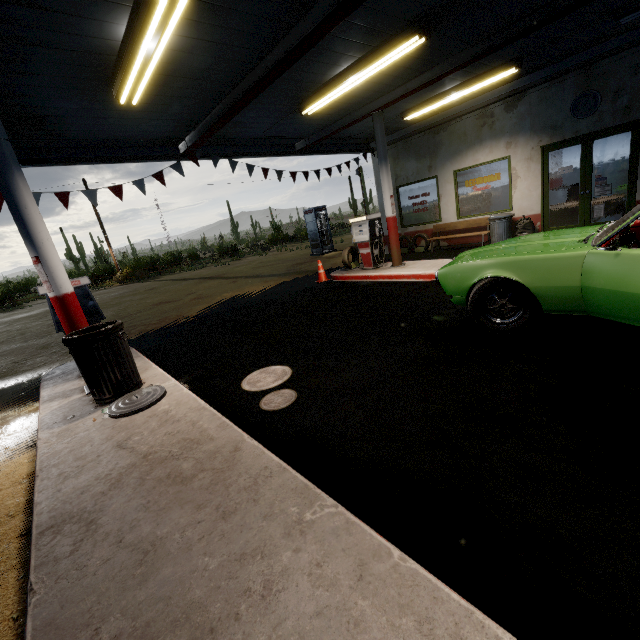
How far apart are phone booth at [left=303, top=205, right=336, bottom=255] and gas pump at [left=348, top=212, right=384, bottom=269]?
9.02m

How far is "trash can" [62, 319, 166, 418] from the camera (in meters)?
3.68

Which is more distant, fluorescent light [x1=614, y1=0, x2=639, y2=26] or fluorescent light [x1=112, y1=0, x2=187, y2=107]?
fluorescent light [x1=614, y1=0, x2=639, y2=26]

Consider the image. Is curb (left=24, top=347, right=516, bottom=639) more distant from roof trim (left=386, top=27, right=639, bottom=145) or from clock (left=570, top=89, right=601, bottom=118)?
clock (left=570, top=89, right=601, bottom=118)

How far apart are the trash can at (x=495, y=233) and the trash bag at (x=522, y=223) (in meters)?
0.02

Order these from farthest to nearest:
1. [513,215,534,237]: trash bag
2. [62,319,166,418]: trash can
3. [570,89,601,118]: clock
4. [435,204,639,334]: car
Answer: [513,215,534,237]: trash bag, [570,89,601,118]: clock, [62,319,166,418]: trash can, [435,204,639,334]: car

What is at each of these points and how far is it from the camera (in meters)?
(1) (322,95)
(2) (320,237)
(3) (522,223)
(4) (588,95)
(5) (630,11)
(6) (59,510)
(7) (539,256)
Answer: (1) fluorescent light, 6.45
(2) phone booth, 19.77
(3) trash bag, 9.30
(4) clock, 7.73
(5) fluorescent light, 5.65
(6) curb, 2.31
(7) car, 3.47

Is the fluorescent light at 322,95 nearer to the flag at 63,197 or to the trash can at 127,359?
the flag at 63,197
